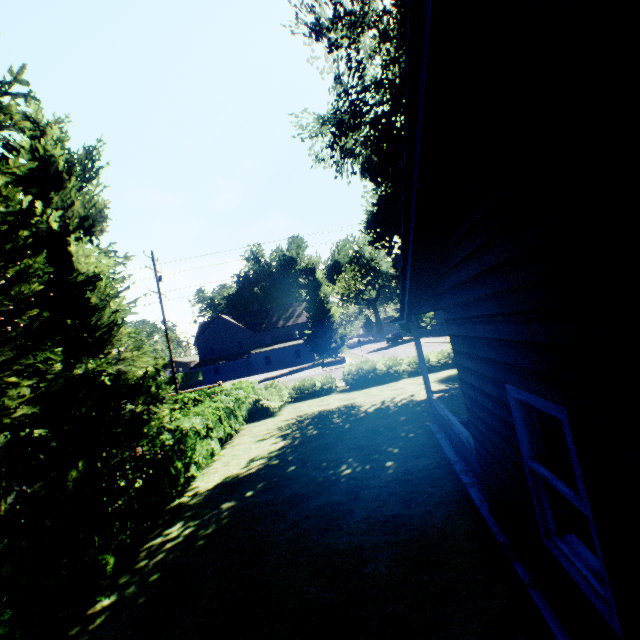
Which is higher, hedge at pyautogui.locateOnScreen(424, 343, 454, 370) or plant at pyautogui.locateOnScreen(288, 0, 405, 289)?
plant at pyautogui.locateOnScreen(288, 0, 405, 289)

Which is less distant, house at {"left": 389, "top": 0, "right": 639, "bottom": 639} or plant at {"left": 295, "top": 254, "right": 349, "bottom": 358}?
house at {"left": 389, "top": 0, "right": 639, "bottom": 639}

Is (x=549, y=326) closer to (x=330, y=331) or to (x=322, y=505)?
(x=322, y=505)

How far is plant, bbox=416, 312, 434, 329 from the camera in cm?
5603

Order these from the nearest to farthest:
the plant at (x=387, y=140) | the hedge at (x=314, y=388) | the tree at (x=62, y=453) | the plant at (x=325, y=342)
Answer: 1. the hedge at (x=314, y=388)
2. the tree at (x=62, y=453)
3. the plant at (x=387, y=140)
4. the plant at (x=325, y=342)

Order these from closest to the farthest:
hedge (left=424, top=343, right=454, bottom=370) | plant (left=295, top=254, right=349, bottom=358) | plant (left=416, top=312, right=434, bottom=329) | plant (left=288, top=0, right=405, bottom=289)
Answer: plant (left=288, top=0, right=405, bottom=289) → hedge (left=424, top=343, right=454, bottom=370) → plant (left=295, top=254, right=349, bottom=358) → plant (left=416, top=312, right=434, bottom=329)

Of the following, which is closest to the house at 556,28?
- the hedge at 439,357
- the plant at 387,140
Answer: the plant at 387,140
